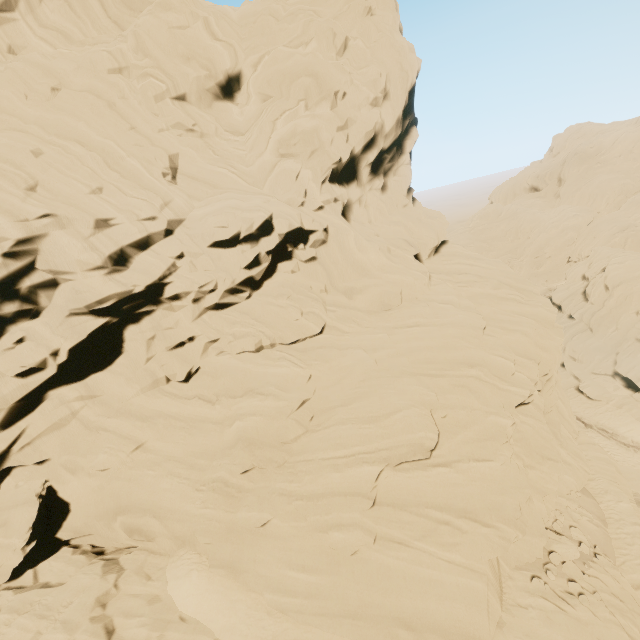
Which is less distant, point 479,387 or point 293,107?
point 479,387
